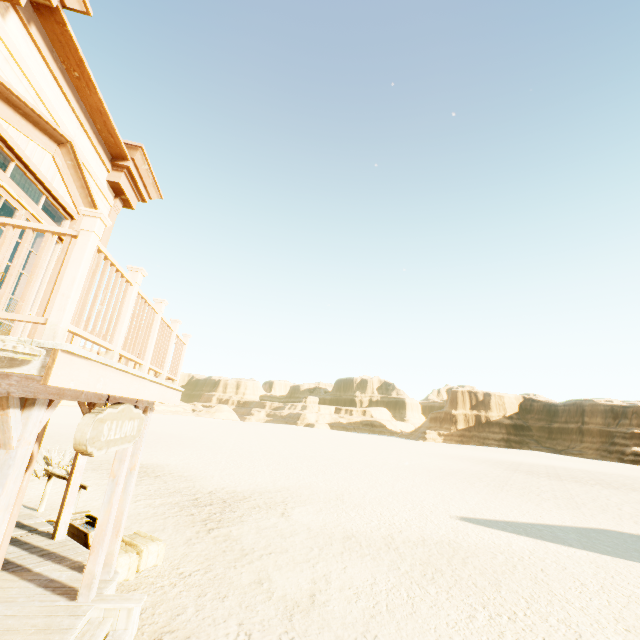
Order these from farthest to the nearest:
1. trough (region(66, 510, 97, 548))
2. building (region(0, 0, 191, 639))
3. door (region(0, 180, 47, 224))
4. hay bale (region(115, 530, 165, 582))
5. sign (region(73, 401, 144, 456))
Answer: trough (region(66, 510, 97, 548)) < hay bale (region(115, 530, 165, 582)) < door (region(0, 180, 47, 224)) < sign (region(73, 401, 144, 456)) < building (region(0, 0, 191, 639))

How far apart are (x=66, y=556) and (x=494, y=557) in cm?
996

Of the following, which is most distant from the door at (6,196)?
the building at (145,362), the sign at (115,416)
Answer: the sign at (115,416)

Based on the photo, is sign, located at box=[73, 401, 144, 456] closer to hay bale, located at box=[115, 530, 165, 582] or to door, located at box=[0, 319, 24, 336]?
door, located at box=[0, 319, 24, 336]

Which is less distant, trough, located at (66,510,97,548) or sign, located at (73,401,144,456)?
sign, located at (73,401,144,456)

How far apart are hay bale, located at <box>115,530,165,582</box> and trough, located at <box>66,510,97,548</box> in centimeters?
22cm

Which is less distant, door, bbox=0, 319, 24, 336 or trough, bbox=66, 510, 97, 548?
door, bbox=0, 319, 24, 336

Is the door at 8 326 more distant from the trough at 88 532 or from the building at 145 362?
the trough at 88 532
